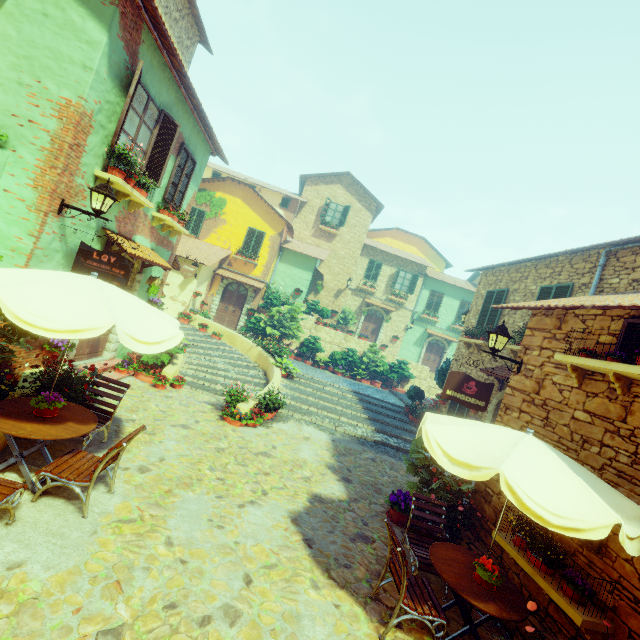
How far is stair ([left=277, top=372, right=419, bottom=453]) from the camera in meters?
10.4 m

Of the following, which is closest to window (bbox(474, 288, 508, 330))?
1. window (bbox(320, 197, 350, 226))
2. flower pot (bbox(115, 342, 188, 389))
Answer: flower pot (bbox(115, 342, 188, 389))

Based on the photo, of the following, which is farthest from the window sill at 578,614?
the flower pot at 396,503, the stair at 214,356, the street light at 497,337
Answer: the stair at 214,356

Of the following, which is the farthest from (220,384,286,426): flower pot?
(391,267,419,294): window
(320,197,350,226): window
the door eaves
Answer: (391,267,419,294): window

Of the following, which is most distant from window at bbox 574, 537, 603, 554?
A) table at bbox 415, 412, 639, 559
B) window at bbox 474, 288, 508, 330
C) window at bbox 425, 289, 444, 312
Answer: window at bbox 425, 289, 444, 312

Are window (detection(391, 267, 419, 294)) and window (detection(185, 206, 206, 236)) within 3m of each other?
no

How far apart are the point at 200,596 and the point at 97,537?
1.4m

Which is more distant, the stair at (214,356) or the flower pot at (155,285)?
the stair at (214,356)
